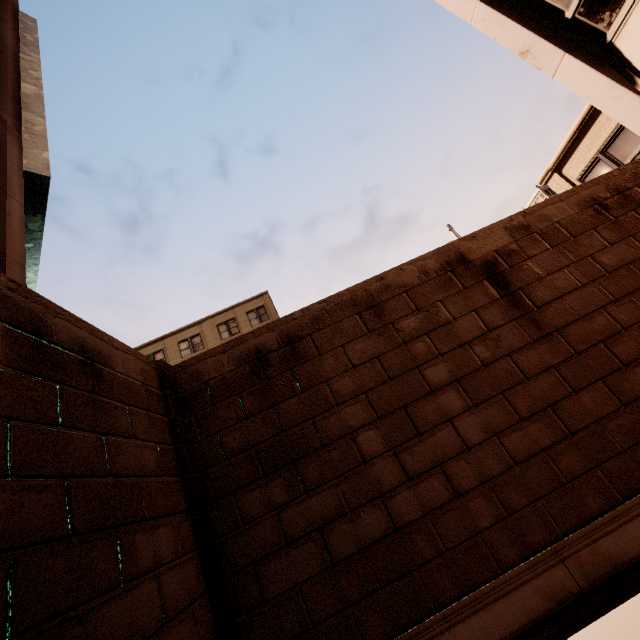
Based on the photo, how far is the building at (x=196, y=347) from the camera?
27.4m

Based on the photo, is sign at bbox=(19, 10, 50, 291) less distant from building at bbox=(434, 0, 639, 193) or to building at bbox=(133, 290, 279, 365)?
building at bbox=(434, 0, 639, 193)

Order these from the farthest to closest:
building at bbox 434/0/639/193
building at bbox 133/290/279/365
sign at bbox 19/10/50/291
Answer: building at bbox 133/290/279/365
sign at bbox 19/10/50/291
building at bbox 434/0/639/193

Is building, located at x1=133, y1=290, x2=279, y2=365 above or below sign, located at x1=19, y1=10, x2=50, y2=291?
above

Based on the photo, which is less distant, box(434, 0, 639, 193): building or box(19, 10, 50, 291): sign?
box(434, 0, 639, 193): building

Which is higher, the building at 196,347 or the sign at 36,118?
the building at 196,347

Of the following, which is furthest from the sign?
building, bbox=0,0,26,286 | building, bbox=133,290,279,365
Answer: building, bbox=133,290,279,365

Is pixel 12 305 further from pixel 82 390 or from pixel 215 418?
pixel 215 418
